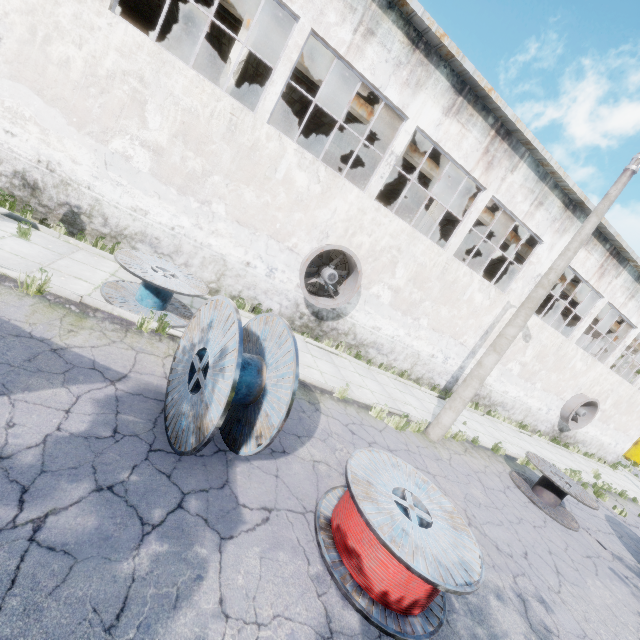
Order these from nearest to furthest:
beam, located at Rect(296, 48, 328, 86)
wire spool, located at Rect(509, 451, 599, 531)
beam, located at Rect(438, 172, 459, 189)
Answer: wire spool, located at Rect(509, 451, 599, 531), beam, located at Rect(296, 48, 328, 86), beam, located at Rect(438, 172, 459, 189)

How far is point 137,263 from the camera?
7.07m

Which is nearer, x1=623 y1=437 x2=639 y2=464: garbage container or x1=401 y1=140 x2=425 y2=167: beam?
x1=401 y1=140 x2=425 y2=167: beam

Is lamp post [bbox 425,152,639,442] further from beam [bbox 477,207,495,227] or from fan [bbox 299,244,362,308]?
beam [bbox 477,207,495,227]

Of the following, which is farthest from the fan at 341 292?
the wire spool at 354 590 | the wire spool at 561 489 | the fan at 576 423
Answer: the fan at 576 423

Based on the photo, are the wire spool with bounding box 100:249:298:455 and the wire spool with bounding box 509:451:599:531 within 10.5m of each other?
yes

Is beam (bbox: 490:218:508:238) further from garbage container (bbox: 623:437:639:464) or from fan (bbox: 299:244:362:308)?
garbage container (bbox: 623:437:639:464)

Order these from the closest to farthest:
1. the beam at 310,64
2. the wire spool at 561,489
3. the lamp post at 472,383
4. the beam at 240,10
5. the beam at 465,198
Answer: the lamp post at 472,383
the wire spool at 561,489
the beam at 240,10
the beam at 310,64
the beam at 465,198
